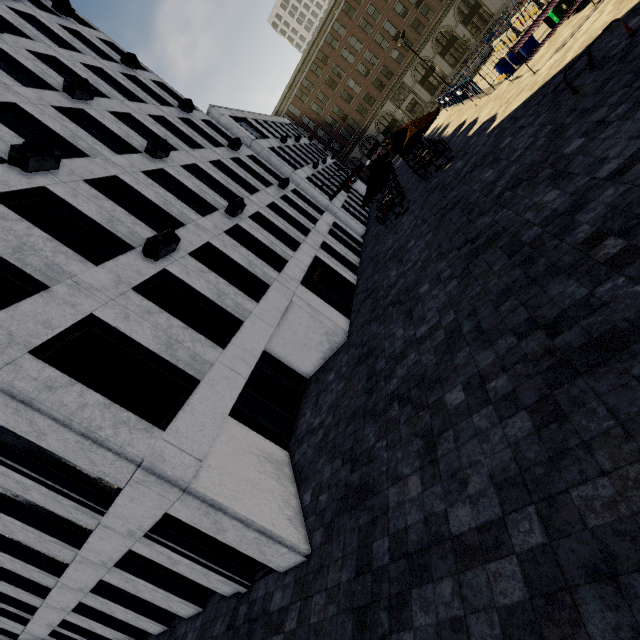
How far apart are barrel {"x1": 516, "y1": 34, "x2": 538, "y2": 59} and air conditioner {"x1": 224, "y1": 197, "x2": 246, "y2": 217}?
16.4 meters

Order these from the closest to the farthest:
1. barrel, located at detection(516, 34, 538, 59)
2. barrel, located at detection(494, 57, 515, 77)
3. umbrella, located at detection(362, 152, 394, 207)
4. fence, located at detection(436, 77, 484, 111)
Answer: barrel, located at detection(516, 34, 538, 59)
barrel, located at detection(494, 57, 515, 77)
umbrella, located at detection(362, 152, 394, 207)
fence, located at detection(436, 77, 484, 111)

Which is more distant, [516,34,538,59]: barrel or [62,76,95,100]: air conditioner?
[516,34,538,59]: barrel

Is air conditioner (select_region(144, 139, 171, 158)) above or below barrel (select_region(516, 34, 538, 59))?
above

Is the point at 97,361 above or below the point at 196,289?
above

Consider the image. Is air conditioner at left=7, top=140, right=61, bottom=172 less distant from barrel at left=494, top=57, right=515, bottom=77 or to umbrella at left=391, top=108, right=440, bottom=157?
umbrella at left=391, top=108, right=440, bottom=157

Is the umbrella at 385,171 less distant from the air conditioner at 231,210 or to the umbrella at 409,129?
the umbrella at 409,129

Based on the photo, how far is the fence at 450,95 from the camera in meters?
20.3
